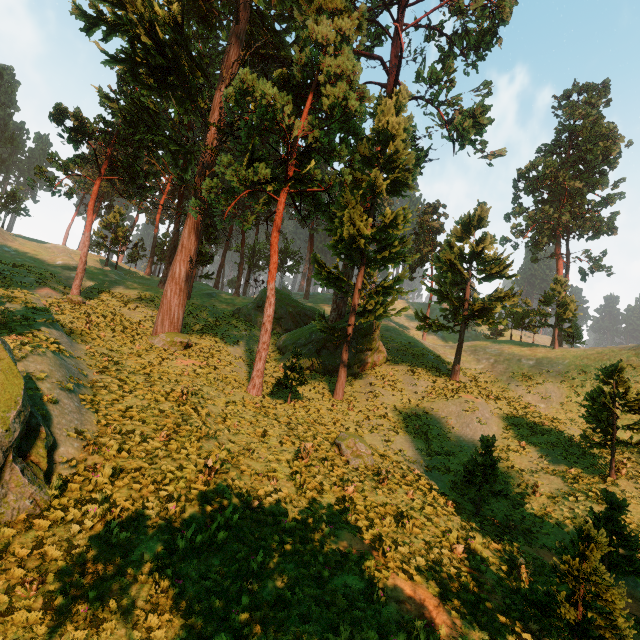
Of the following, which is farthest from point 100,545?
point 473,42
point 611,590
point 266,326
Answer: point 473,42

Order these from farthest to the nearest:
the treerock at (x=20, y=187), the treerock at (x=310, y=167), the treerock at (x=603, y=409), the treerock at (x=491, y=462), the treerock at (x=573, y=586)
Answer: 1. the treerock at (x=20, y=187)
2. the treerock at (x=310, y=167)
3. the treerock at (x=603, y=409)
4. the treerock at (x=491, y=462)
5. the treerock at (x=573, y=586)

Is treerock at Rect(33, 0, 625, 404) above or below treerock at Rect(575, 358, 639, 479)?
above

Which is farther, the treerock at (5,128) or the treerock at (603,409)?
the treerock at (5,128)

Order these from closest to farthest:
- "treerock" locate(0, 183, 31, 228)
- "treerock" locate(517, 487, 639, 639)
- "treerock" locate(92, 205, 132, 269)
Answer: "treerock" locate(517, 487, 639, 639)
"treerock" locate(92, 205, 132, 269)
"treerock" locate(0, 183, 31, 228)

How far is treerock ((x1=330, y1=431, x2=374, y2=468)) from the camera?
14.8m
